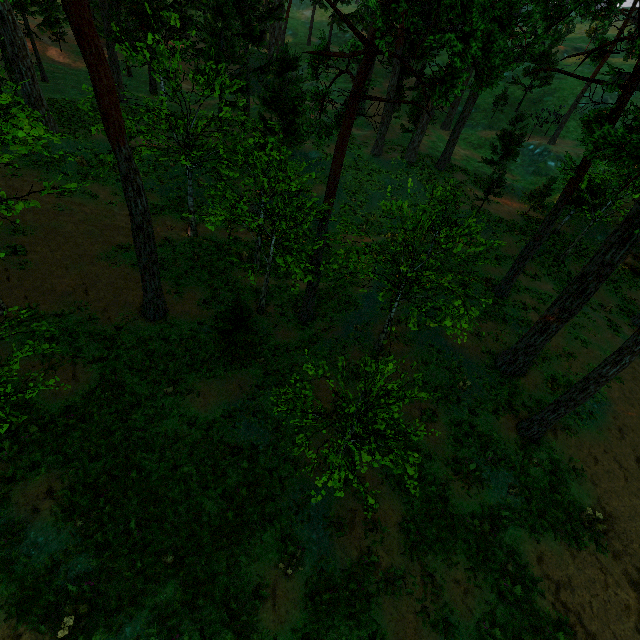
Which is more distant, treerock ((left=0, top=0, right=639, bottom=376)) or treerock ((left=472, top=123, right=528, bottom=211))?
treerock ((left=472, top=123, right=528, bottom=211))

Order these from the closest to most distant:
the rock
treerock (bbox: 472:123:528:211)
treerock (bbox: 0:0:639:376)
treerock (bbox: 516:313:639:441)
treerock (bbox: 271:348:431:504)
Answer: treerock (bbox: 271:348:431:504) < treerock (bbox: 0:0:639:376) < treerock (bbox: 516:313:639:441) < treerock (bbox: 472:123:528:211) < the rock

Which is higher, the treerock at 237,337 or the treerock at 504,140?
the treerock at 504,140

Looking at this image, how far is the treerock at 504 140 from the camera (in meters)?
23.33

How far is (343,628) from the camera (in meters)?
8.30

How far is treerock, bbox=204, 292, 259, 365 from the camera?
11.62m
